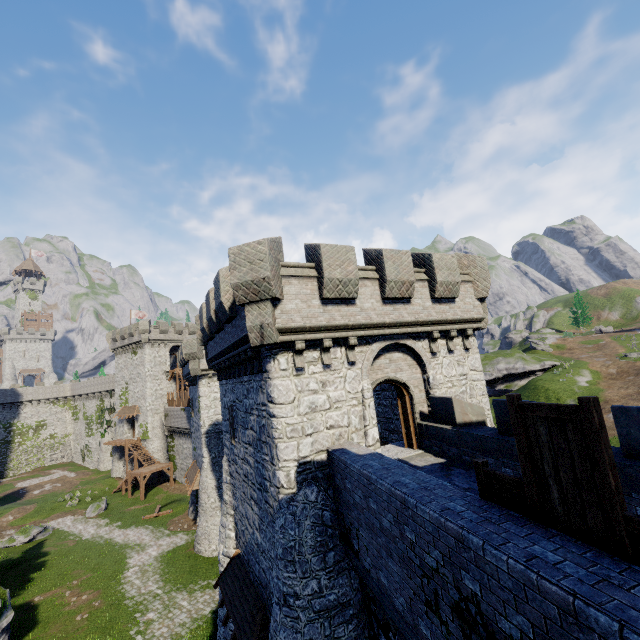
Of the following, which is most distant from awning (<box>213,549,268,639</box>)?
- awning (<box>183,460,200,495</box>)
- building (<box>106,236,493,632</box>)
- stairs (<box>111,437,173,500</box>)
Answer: stairs (<box>111,437,173,500</box>)

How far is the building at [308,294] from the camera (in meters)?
9.91

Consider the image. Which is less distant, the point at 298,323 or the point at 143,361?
the point at 298,323

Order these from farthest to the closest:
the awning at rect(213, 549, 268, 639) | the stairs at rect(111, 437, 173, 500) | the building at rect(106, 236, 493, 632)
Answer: the stairs at rect(111, 437, 173, 500)
the awning at rect(213, 549, 268, 639)
the building at rect(106, 236, 493, 632)

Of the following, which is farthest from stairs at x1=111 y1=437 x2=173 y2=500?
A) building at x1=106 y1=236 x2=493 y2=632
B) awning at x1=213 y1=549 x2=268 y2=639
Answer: awning at x1=213 y1=549 x2=268 y2=639

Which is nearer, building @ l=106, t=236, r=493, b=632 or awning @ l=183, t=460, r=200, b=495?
building @ l=106, t=236, r=493, b=632

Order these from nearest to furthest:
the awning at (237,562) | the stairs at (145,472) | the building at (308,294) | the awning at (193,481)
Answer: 1. the building at (308,294)
2. the awning at (237,562)
3. the awning at (193,481)
4. the stairs at (145,472)
